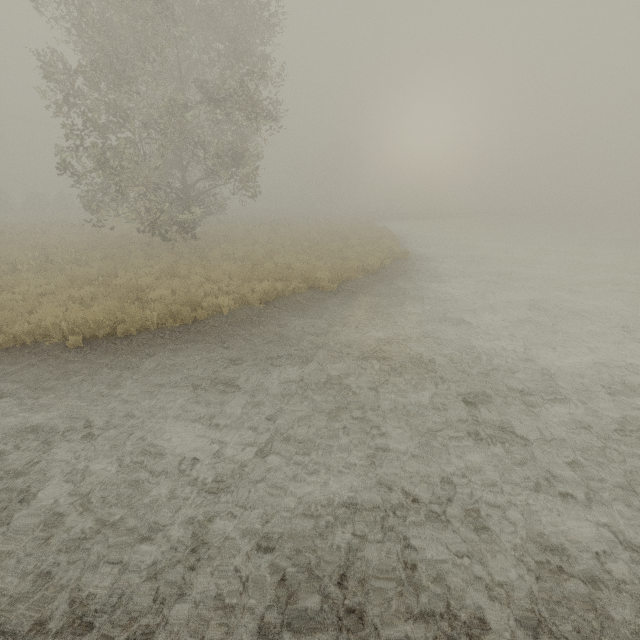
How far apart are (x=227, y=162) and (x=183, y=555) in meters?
18.0
